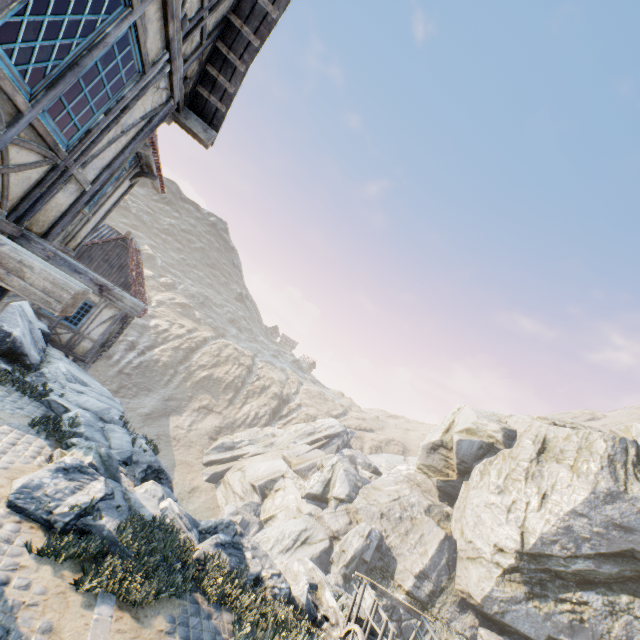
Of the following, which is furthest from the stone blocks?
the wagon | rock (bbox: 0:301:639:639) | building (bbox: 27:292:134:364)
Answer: building (bbox: 27:292:134:364)

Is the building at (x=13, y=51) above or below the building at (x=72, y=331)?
above

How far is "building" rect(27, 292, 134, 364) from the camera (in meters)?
14.28

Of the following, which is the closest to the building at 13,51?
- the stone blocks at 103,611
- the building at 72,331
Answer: the stone blocks at 103,611

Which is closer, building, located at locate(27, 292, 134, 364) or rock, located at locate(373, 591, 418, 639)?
building, located at locate(27, 292, 134, 364)

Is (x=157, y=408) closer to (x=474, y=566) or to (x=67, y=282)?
(x=474, y=566)

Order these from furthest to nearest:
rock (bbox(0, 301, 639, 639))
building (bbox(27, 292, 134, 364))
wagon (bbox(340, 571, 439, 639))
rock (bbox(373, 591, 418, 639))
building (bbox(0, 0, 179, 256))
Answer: rock (bbox(373, 591, 418, 639))
building (bbox(27, 292, 134, 364))
rock (bbox(0, 301, 639, 639))
wagon (bbox(340, 571, 439, 639))
building (bbox(0, 0, 179, 256))
